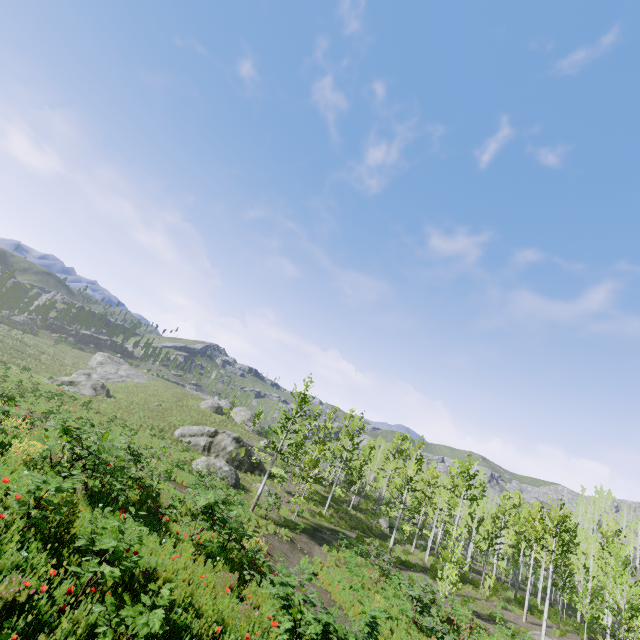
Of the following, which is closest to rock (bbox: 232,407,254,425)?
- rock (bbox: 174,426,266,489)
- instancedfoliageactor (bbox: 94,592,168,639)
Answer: rock (bbox: 174,426,266,489)

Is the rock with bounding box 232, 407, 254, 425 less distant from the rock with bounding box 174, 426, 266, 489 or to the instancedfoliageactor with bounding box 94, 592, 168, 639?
the rock with bounding box 174, 426, 266, 489

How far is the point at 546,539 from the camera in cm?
2155

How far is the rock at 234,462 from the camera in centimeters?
2741cm

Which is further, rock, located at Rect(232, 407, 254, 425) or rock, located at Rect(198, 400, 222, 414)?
rock, located at Rect(232, 407, 254, 425)

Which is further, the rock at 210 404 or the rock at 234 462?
the rock at 210 404

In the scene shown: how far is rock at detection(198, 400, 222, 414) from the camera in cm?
5166

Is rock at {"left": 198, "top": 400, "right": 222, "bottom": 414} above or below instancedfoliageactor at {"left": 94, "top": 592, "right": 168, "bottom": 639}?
above
